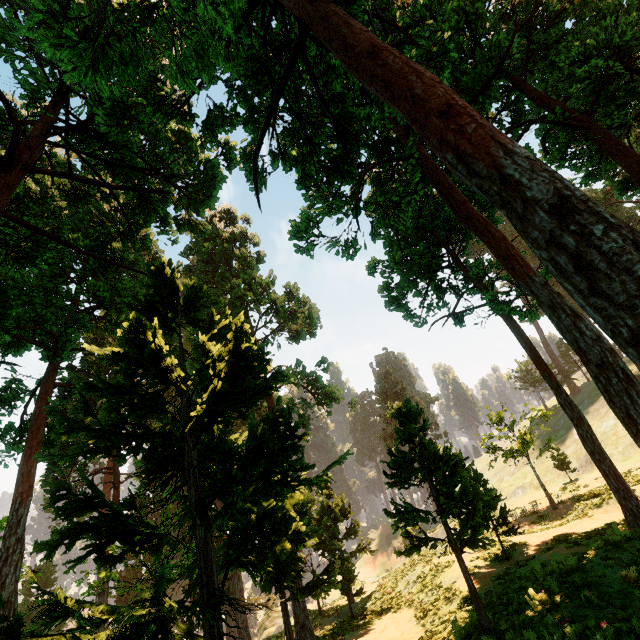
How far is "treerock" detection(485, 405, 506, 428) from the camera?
26.6m

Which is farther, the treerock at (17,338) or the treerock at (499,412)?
the treerock at (499,412)

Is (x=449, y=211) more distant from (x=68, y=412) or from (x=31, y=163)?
(x=68, y=412)

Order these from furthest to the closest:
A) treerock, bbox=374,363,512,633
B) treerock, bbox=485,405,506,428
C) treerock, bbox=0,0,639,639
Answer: treerock, bbox=485,405,506,428
treerock, bbox=374,363,512,633
treerock, bbox=0,0,639,639

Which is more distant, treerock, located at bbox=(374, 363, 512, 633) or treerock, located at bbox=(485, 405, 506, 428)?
treerock, located at bbox=(485, 405, 506, 428)

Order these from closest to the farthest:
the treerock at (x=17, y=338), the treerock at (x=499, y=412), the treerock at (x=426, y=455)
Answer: the treerock at (x=17, y=338)
the treerock at (x=426, y=455)
the treerock at (x=499, y=412)
